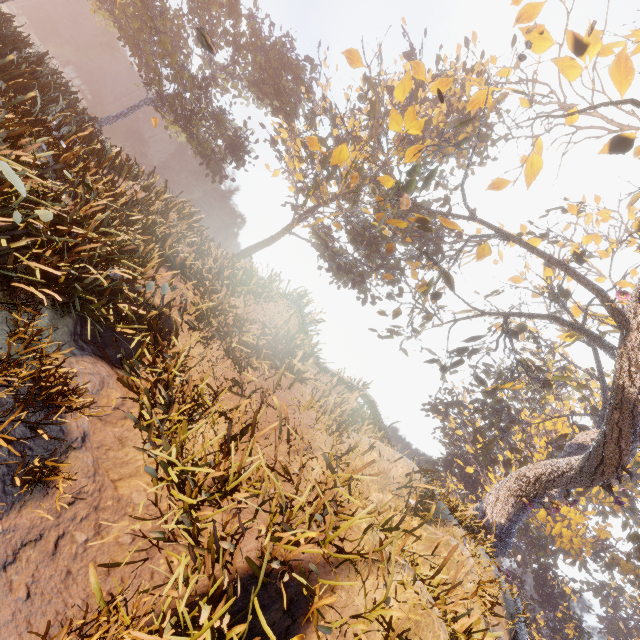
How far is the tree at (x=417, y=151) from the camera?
8.5 meters

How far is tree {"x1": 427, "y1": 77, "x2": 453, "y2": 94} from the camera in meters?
8.4

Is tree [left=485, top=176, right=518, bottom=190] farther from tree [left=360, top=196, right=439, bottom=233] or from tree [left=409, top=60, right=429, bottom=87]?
tree [left=409, top=60, right=429, bottom=87]

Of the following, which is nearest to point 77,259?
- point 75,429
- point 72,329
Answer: point 72,329

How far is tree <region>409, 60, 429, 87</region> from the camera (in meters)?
8.26

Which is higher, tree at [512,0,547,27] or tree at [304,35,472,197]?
tree at [512,0,547,27]

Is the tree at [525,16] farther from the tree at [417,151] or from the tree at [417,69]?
the tree at [417,69]

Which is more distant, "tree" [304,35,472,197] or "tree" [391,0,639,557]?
"tree" [391,0,639,557]
